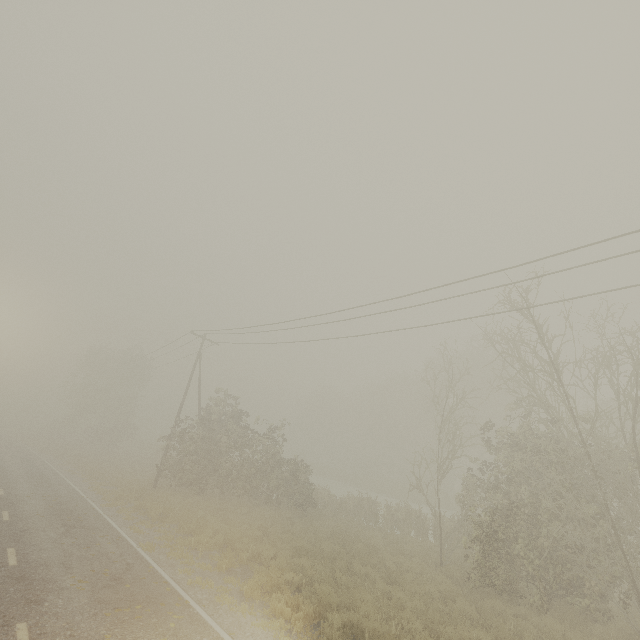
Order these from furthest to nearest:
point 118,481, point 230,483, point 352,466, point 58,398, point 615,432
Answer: point 352,466 → point 58,398 → point 118,481 → point 230,483 → point 615,432
